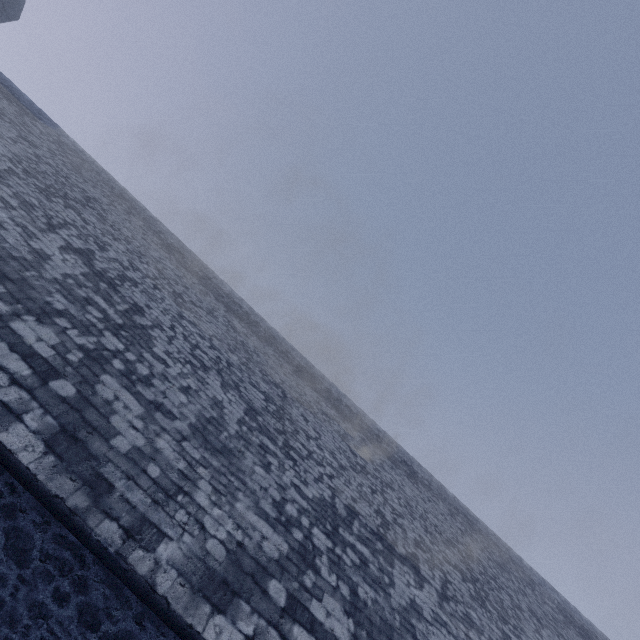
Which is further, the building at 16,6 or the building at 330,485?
the building at 16,6

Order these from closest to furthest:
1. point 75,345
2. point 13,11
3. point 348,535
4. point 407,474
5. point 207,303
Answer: point 75,345 < point 348,535 < point 207,303 < point 407,474 < point 13,11

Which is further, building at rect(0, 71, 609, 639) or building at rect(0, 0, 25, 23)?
building at rect(0, 0, 25, 23)

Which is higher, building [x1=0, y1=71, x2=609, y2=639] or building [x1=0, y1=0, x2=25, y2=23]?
building [x1=0, y1=0, x2=25, y2=23]

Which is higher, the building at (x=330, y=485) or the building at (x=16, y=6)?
the building at (x=16, y=6)
